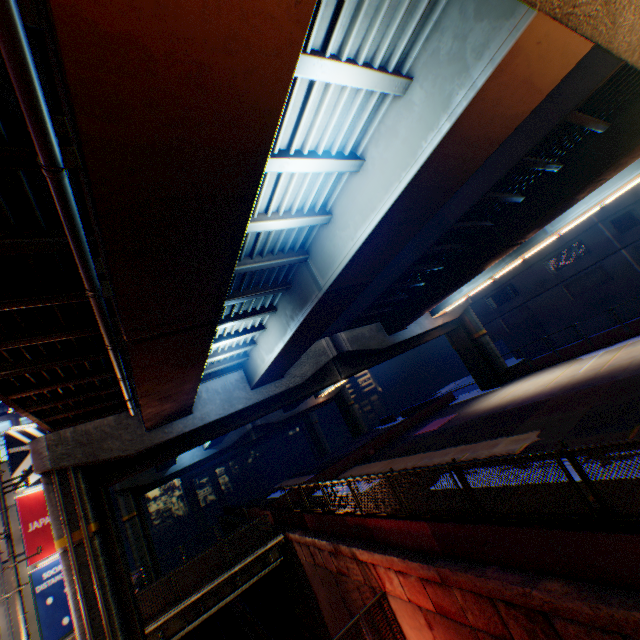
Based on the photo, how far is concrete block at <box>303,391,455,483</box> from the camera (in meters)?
25.27

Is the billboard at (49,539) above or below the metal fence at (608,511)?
above

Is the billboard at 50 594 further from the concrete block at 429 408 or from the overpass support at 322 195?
the concrete block at 429 408

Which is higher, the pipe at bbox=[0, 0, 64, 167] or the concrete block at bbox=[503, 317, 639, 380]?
the pipe at bbox=[0, 0, 64, 167]

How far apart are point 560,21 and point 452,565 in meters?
9.8 m

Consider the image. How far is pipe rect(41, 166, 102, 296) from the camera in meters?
3.8

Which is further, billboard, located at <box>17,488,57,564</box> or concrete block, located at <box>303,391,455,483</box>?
concrete block, located at <box>303,391,455,483</box>

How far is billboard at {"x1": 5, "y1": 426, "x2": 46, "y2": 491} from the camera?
22.2m
